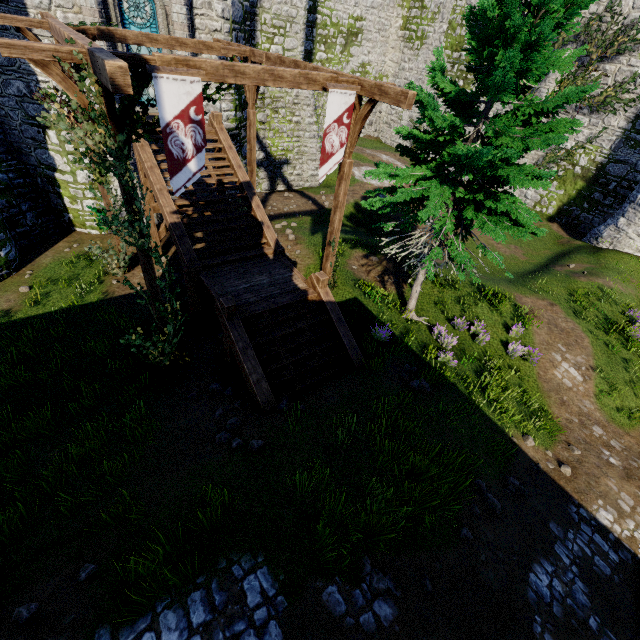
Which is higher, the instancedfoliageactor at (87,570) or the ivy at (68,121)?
the ivy at (68,121)

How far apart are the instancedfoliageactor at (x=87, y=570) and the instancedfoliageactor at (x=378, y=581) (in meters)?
3.93

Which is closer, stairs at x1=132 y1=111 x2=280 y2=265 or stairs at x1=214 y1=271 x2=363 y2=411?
stairs at x1=214 y1=271 x2=363 y2=411

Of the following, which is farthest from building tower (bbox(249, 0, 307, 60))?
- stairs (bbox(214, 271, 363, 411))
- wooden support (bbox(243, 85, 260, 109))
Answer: stairs (bbox(214, 271, 363, 411))

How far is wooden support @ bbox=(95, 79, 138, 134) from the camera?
5.2 meters

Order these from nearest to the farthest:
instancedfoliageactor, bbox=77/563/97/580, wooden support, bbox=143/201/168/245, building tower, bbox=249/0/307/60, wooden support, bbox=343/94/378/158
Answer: instancedfoliageactor, bbox=77/563/97/580
wooden support, bbox=343/94/378/158
wooden support, bbox=143/201/168/245
building tower, bbox=249/0/307/60

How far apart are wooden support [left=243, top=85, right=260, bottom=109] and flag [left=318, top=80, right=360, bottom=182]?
5.1m

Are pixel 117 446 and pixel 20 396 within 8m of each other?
yes
